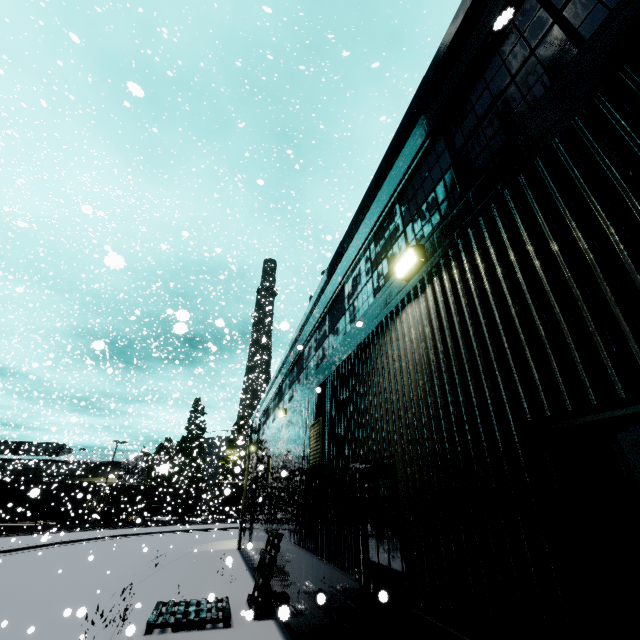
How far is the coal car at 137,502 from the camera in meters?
39.1

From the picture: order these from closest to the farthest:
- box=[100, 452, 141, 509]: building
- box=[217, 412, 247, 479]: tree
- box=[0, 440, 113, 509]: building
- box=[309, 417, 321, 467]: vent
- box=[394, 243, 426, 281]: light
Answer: box=[394, 243, 426, 281]: light, box=[309, 417, 321, 467]: vent, box=[217, 412, 247, 479]: tree, box=[100, 452, 141, 509]: building, box=[0, 440, 113, 509]: building

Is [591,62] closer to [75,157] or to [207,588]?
[207,588]

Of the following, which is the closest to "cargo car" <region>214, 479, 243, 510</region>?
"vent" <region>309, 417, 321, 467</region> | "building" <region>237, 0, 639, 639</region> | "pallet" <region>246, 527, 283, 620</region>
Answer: "building" <region>237, 0, 639, 639</region>

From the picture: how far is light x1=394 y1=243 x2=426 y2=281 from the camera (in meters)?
4.05

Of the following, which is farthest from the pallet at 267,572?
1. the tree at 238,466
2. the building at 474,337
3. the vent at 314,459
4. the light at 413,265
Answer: the tree at 238,466

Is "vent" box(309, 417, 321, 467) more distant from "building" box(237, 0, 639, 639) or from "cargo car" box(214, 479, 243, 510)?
"cargo car" box(214, 479, 243, 510)

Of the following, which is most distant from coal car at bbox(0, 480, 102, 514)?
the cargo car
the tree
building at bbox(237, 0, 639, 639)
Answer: the tree
